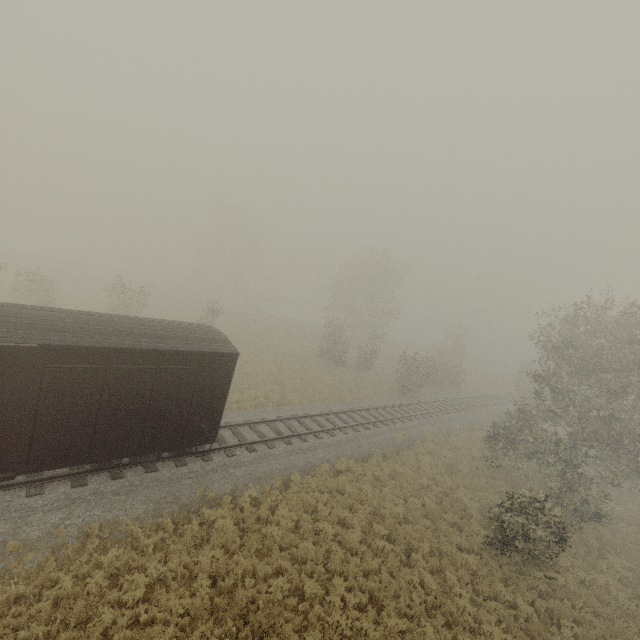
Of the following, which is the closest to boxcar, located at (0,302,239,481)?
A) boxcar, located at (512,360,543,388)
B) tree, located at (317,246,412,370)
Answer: tree, located at (317,246,412,370)

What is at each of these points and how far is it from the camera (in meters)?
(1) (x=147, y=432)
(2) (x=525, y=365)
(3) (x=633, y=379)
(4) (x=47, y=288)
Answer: (1) boxcar, 10.25
(2) boxcar, 45.69
(3) tree, 14.23
(4) tree, 24.55

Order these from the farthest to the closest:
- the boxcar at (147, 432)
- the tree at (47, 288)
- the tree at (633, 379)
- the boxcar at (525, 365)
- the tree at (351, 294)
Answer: the boxcar at (525, 365) < the tree at (351, 294) < the tree at (47, 288) < the tree at (633, 379) < the boxcar at (147, 432)

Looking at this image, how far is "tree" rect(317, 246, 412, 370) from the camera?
33.3 meters

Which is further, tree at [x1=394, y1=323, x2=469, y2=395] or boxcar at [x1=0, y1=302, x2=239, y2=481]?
tree at [x1=394, y1=323, x2=469, y2=395]

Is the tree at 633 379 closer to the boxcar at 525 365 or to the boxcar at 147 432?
the boxcar at 147 432
